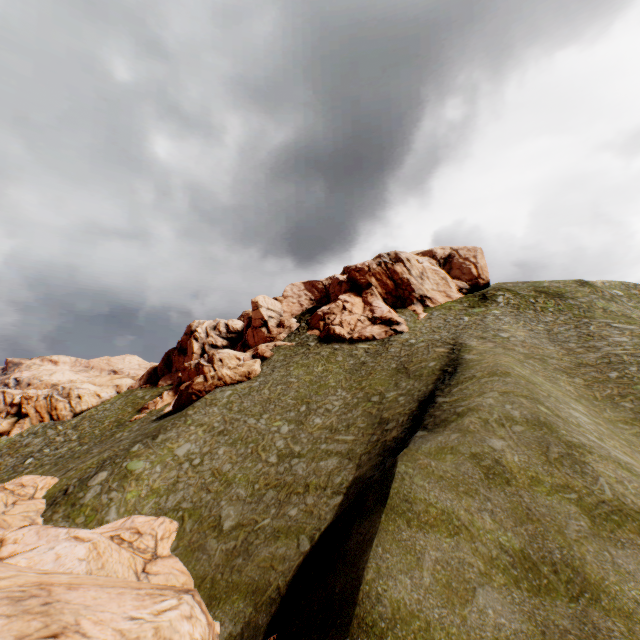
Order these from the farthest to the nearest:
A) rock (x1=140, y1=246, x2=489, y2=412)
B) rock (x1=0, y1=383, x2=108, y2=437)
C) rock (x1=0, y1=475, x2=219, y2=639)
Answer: rock (x1=0, y1=383, x2=108, y2=437)
rock (x1=140, y1=246, x2=489, y2=412)
rock (x1=0, y1=475, x2=219, y2=639)

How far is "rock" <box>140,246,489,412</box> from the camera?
44.0 meters

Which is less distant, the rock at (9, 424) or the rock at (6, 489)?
the rock at (6, 489)

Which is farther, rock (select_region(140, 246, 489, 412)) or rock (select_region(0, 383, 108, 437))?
rock (select_region(0, 383, 108, 437))

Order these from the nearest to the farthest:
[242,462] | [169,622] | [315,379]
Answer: →
1. [169,622]
2. [242,462]
3. [315,379]
